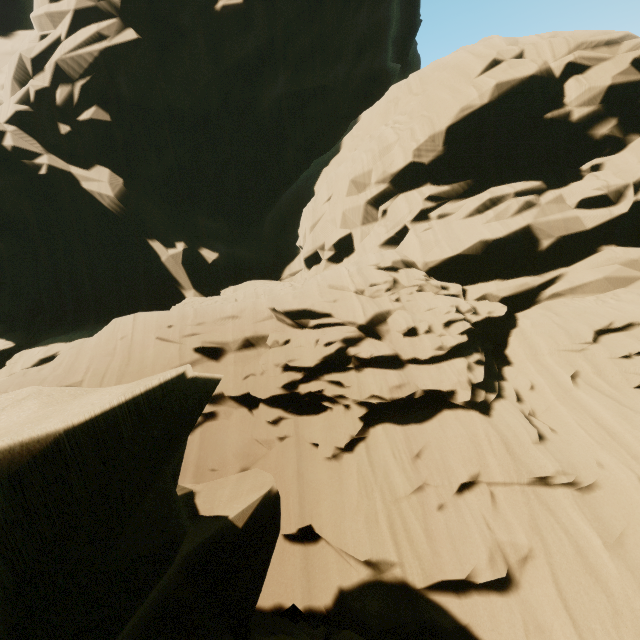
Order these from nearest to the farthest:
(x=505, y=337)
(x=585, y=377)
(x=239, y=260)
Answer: (x=585, y=377) < (x=505, y=337) < (x=239, y=260)
